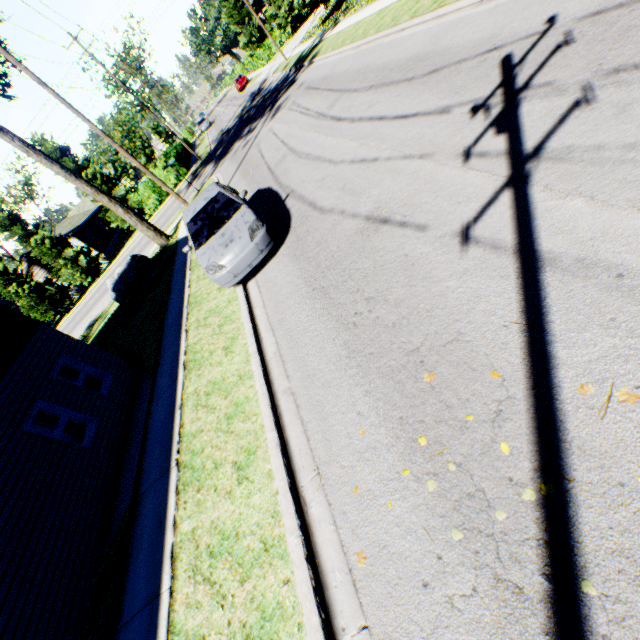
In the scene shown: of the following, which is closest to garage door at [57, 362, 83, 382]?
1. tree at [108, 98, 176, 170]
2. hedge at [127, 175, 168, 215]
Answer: tree at [108, 98, 176, 170]

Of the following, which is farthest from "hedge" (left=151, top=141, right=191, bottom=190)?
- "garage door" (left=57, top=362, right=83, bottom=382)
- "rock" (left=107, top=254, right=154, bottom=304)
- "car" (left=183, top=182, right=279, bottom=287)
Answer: "garage door" (left=57, top=362, right=83, bottom=382)

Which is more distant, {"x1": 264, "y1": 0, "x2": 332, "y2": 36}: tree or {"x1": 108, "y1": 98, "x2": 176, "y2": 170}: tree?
{"x1": 108, "y1": 98, "x2": 176, "y2": 170}: tree

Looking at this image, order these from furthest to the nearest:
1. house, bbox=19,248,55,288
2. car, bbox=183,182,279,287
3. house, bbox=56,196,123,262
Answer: house, bbox=56,196,123,262 → house, bbox=19,248,55,288 → car, bbox=183,182,279,287

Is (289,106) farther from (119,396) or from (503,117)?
(119,396)

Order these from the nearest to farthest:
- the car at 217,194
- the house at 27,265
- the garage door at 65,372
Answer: the car at 217,194 < the garage door at 65,372 < the house at 27,265

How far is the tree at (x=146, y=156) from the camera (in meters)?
37.12

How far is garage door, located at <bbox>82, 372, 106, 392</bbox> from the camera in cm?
1224
